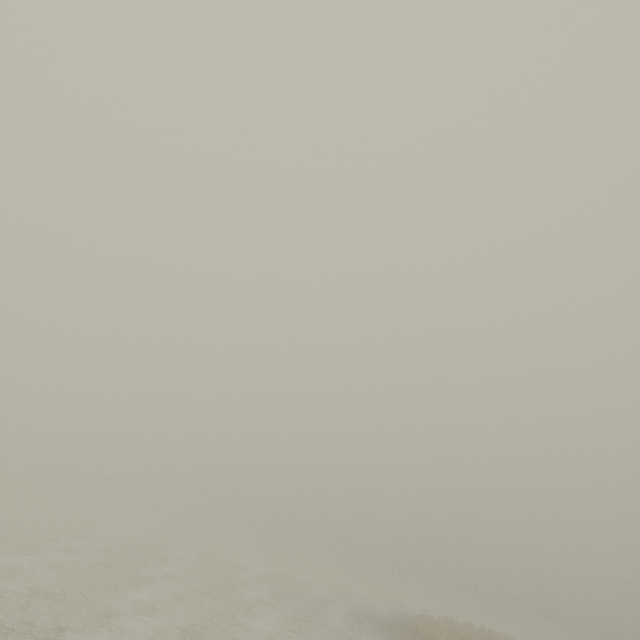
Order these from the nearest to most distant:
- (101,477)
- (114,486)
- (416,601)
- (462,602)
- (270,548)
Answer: (416,601), (270,548), (462,602), (114,486), (101,477)
